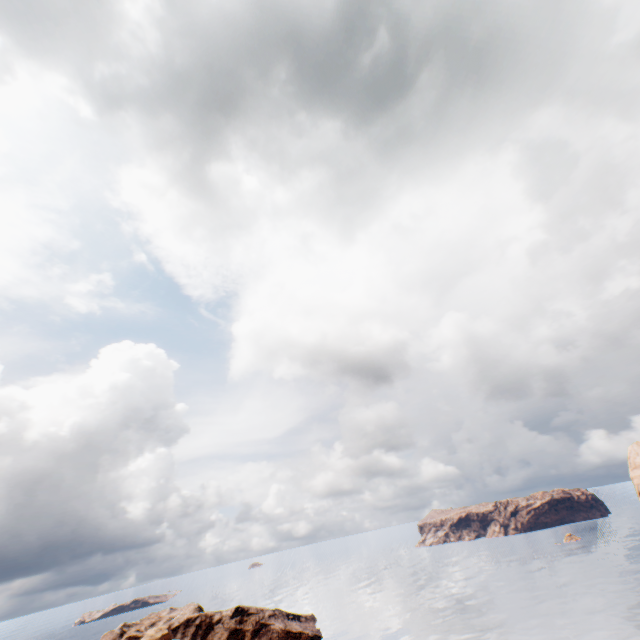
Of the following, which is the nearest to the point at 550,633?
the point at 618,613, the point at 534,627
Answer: Result: the point at 534,627
